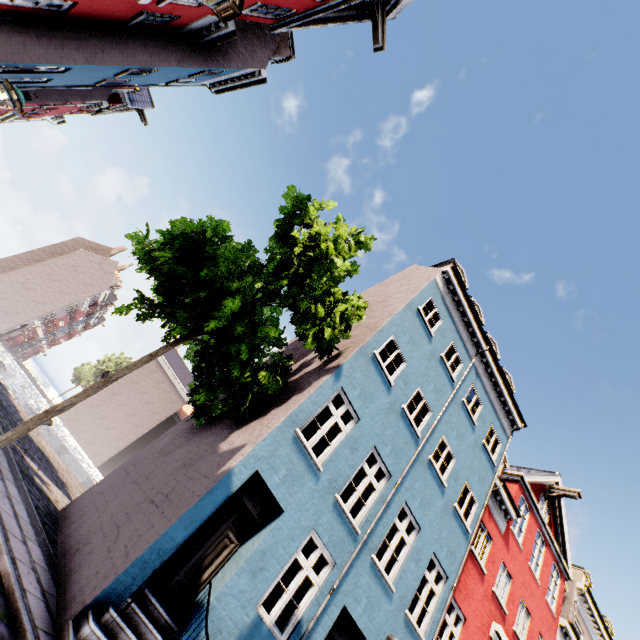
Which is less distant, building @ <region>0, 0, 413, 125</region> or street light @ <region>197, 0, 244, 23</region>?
street light @ <region>197, 0, 244, 23</region>

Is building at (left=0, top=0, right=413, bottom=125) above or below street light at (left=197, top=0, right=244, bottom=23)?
above

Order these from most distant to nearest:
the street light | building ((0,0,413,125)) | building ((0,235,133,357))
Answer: building ((0,235,133,357)) → building ((0,0,413,125)) → the street light

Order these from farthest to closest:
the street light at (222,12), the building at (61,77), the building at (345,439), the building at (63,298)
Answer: the building at (63,298) → the building at (61,77) → the building at (345,439) → the street light at (222,12)

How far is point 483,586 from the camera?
11.2m

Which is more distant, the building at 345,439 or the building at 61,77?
the building at 61,77

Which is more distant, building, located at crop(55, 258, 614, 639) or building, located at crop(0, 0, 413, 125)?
building, located at crop(0, 0, 413, 125)
